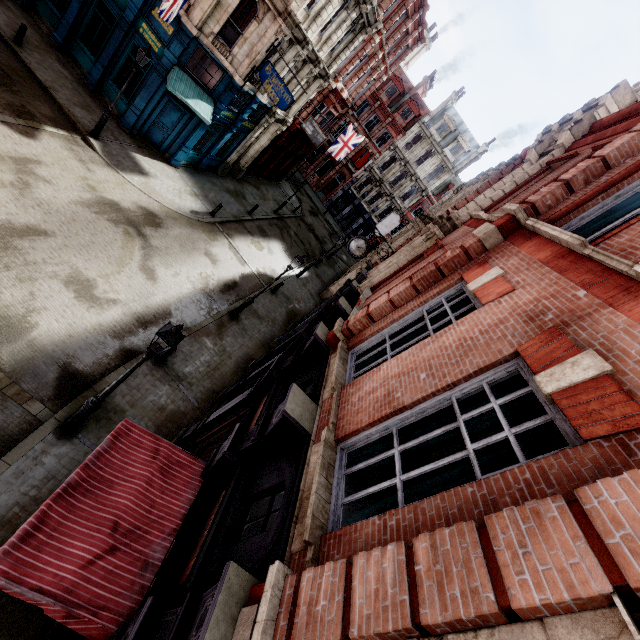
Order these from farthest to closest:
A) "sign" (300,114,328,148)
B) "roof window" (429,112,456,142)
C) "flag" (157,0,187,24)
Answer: "roof window" (429,112,456,142), "sign" (300,114,328,148), "flag" (157,0,187,24)

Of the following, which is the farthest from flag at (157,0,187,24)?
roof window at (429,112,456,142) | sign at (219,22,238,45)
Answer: roof window at (429,112,456,142)

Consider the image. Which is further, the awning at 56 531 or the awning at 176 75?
the awning at 176 75

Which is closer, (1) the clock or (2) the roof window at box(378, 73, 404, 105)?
(1) the clock

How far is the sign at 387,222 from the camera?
27.5m

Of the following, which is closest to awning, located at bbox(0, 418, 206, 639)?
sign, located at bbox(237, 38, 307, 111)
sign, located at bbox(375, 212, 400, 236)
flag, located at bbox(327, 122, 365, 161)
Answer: sign, located at bbox(237, 38, 307, 111)

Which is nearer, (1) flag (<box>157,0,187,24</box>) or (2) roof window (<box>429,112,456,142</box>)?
(1) flag (<box>157,0,187,24</box>)

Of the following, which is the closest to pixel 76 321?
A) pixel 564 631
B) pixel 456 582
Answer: pixel 456 582
